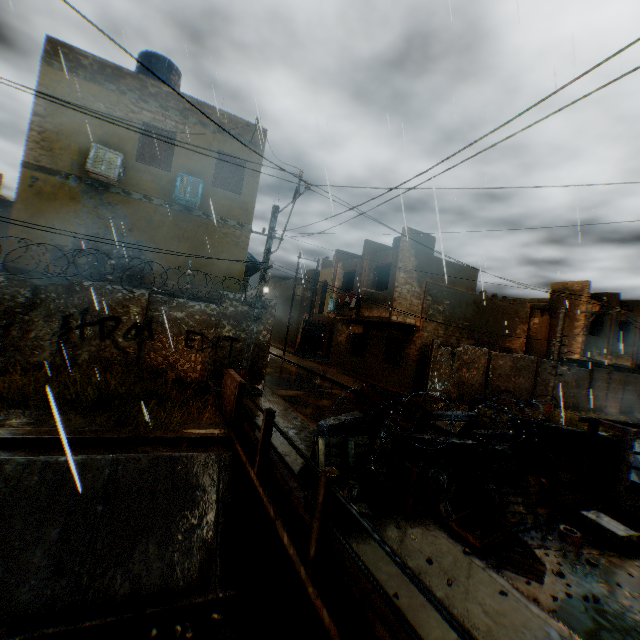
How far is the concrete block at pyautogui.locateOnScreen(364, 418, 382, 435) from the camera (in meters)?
6.51

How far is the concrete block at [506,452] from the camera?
6.3m

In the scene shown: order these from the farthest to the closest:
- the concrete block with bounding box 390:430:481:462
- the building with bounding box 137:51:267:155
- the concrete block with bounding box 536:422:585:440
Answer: the building with bounding box 137:51:267:155 < the concrete block with bounding box 536:422:585:440 < the concrete block with bounding box 390:430:481:462

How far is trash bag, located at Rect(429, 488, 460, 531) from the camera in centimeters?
485cm

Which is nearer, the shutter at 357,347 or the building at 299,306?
the shutter at 357,347

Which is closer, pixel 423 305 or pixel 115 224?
pixel 115 224

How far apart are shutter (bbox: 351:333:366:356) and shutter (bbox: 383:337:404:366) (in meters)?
2.00

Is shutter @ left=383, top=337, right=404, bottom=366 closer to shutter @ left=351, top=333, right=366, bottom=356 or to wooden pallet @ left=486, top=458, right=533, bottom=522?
shutter @ left=351, top=333, right=366, bottom=356
